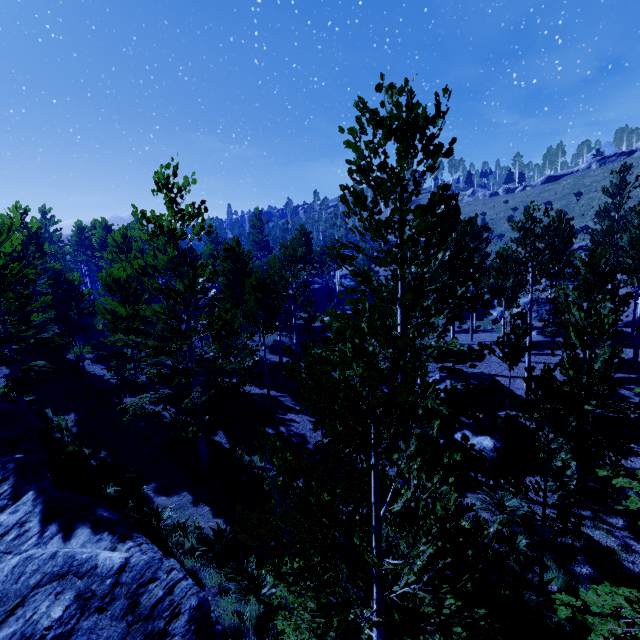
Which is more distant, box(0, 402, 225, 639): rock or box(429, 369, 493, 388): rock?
box(429, 369, 493, 388): rock

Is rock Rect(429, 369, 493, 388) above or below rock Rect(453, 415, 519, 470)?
above

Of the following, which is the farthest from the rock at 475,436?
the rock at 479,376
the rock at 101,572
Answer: the rock at 101,572

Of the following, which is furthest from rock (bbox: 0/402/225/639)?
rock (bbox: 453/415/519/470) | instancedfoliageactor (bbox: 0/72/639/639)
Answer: rock (bbox: 453/415/519/470)

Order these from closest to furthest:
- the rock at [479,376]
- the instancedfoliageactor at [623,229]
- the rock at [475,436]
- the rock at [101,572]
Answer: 1. the instancedfoliageactor at [623,229]
2. the rock at [101,572]
3. the rock at [475,436]
4. the rock at [479,376]

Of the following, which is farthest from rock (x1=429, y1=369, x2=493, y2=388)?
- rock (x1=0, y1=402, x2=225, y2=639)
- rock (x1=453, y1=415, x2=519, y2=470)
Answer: rock (x1=0, y1=402, x2=225, y2=639)

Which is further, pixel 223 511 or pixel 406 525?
pixel 223 511

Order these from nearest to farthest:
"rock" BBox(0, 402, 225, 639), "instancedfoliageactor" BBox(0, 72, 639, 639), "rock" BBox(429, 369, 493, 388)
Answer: Answer:
"instancedfoliageactor" BBox(0, 72, 639, 639)
"rock" BBox(0, 402, 225, 639)
"rock" BBox(429, 369, 493, 388)
